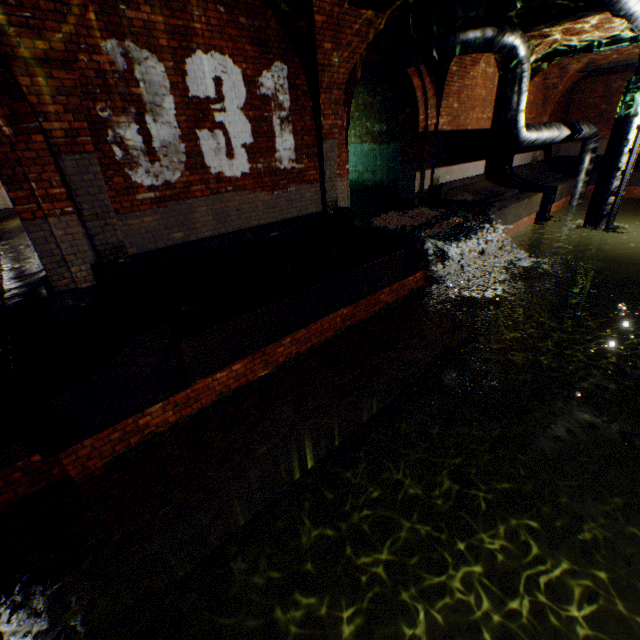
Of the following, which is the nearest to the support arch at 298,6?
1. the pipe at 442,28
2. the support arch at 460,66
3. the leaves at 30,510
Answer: the pipe at 442,28

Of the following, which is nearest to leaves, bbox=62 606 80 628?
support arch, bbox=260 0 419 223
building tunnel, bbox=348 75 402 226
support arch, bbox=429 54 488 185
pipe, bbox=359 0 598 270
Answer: building tunnel, bbox=348 75 402 226

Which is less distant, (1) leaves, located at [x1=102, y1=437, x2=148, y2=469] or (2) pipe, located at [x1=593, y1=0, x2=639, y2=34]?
(1) leaves, located at [x1=102, y1=437, x2=148, y2=469]

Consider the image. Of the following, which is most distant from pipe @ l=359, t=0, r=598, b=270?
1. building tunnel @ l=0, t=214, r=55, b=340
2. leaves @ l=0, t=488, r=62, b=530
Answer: leaves @ l=0, t=488, r=62, b=530

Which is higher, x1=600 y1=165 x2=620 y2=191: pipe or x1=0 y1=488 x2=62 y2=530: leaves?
x1=600 y1=165 x2=620 y2=191: pipe

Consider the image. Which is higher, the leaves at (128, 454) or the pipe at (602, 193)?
the pipe at (602, 193)

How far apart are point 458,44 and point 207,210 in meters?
6.4
